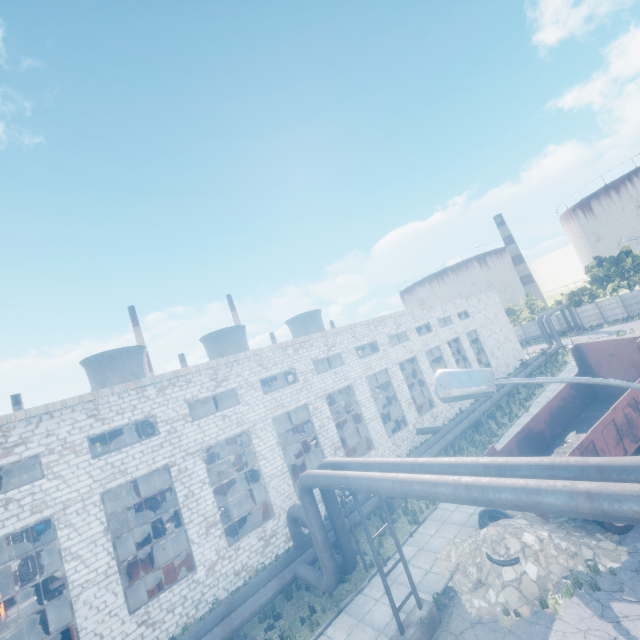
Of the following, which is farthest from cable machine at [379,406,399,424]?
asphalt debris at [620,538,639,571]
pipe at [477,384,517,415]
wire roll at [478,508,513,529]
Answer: asphalt debris at [620,538,639,571]

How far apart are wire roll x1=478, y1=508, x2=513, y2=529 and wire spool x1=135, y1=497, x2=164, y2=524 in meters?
18.2

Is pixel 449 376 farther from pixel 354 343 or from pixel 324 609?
pixel 354 343

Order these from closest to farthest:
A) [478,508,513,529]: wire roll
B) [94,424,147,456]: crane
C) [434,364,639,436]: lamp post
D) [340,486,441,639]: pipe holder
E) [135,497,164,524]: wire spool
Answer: [434,364,639,436]: lamp post, [340,486,441,639]: pipe holder, [478,508,513,529]: wire roll, [94,424,147,456]: crane, [135,497,164,524]: wire spool

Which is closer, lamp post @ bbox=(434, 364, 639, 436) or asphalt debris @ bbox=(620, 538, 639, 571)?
lamp post @ bbox=(434, 364, 639, 436)

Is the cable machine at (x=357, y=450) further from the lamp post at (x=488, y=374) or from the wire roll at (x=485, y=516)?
the lamp post at (x=488, y=374)

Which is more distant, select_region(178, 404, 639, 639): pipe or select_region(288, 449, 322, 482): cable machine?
Answer: select_region(288, 449, 322, 482): cable machine

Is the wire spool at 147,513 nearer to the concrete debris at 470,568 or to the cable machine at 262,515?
the cable machine at 262,515
